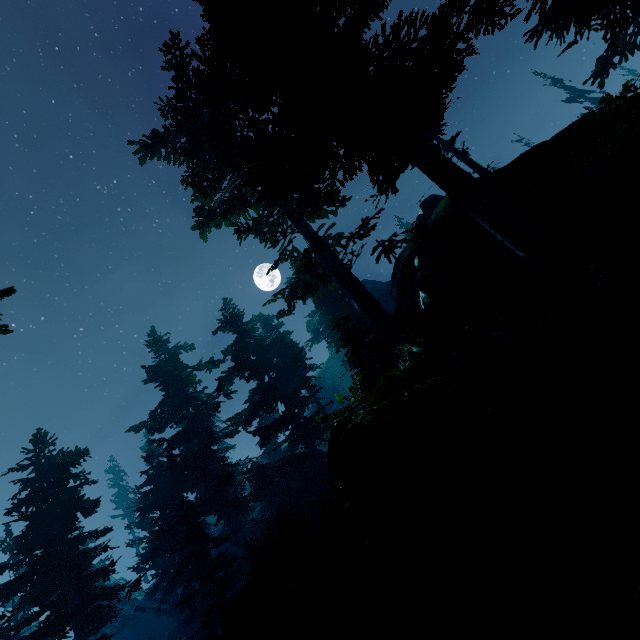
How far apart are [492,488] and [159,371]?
28.3 meters

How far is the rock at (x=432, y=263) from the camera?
7.5m

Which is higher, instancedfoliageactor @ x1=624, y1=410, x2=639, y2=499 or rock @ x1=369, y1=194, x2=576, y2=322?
rock @ x1=369, y1=194, x2=576, y2=322

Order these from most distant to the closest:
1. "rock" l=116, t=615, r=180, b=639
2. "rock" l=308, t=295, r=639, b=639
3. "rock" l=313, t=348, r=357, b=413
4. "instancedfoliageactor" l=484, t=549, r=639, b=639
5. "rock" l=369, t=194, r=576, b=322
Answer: "rock" l=313, t=348, r=357, b=413
"rock" l=116, t=615, r=180, b=639
"rock" l=369, t=194, r=576, b=322
"rock" l=308, t=295, r=639, b=639
"instancedfoliageactor" l=484, t=549, r=639, b=639

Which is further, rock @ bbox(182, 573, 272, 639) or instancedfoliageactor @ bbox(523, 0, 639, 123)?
rock @ bbox(182, 573, 272, 639)

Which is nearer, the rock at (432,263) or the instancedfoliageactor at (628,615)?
the instancedfoliageactor at (628,615)
